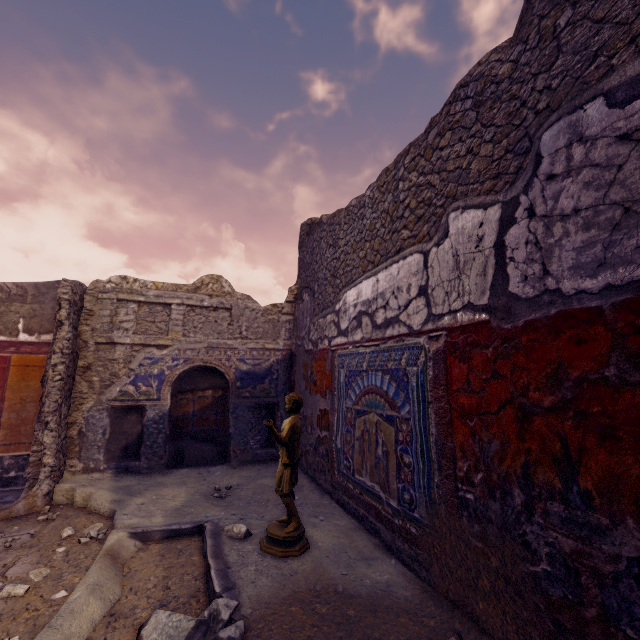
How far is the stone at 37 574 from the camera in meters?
2.4 m

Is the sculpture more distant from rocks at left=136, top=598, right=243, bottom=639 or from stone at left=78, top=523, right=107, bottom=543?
stone at left=78, top=523, right=107, bottom=543

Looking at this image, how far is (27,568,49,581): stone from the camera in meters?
2.4 m

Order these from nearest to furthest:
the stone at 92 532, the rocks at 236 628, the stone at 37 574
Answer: the rocks at 236 628, the stone at 37 574, the stone at 92 532

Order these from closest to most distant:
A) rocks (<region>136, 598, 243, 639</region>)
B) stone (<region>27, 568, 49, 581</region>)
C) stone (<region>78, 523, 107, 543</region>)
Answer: rocks (<region>136, 598, 243, 639</region>), stone (<region>27, 568, 49, 581</region>), stone (<region>78, 523, 107, 543</region>)

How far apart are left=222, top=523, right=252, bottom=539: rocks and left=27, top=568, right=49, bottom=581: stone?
1.3 meters

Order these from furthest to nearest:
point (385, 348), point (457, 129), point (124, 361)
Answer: point (124, 361) → point (385, 348) → point (457, 129)

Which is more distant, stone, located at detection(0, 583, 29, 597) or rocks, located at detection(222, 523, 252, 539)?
rocks, located at detection(222, 523, 252, 539)
